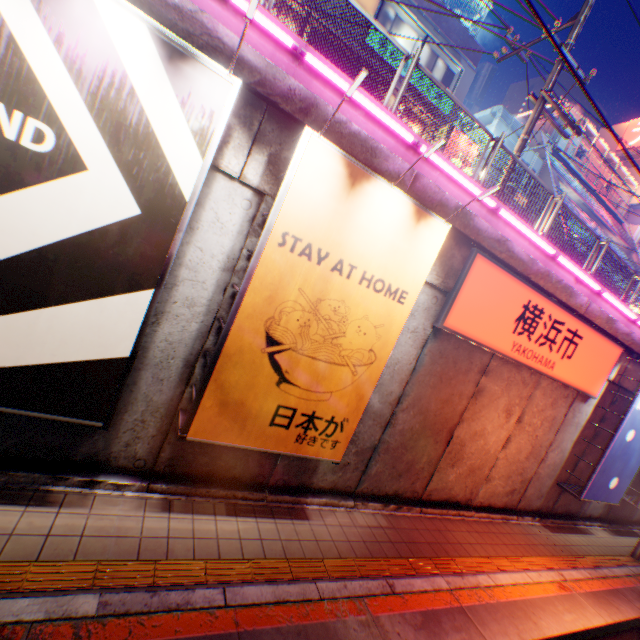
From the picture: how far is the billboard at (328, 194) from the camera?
4.2m

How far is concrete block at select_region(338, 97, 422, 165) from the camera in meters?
5.0

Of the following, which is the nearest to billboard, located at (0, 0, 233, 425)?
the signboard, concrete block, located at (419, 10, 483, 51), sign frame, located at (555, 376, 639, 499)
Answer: sign frame, located at (555, 376, 639, 499)

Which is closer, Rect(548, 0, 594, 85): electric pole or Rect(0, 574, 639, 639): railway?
Rect(0, 574, 639, 639): railway

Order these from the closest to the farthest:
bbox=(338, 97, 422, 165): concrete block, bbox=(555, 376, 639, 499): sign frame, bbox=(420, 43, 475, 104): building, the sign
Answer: bbox=(338, 97, 422, 165): concrete block
the sign
bbox=(555, 376, 639, 499): sign frame
bbox=(420, 43, 475, 104): building

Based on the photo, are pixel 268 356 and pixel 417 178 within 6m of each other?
yes

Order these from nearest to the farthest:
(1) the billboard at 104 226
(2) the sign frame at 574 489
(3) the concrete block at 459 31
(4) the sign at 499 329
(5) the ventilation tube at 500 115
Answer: (1) the billboard at 104 226 < (4) the sign at 499 329 < (2) the sign frame at 574 489 < (3) the concrete block at 459 31 < (5) the ventilation tube at 500 115

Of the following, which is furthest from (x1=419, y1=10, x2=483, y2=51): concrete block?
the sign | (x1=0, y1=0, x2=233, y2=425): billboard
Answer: (x1=0, y1=0, x2=233, y2=425): billboard
